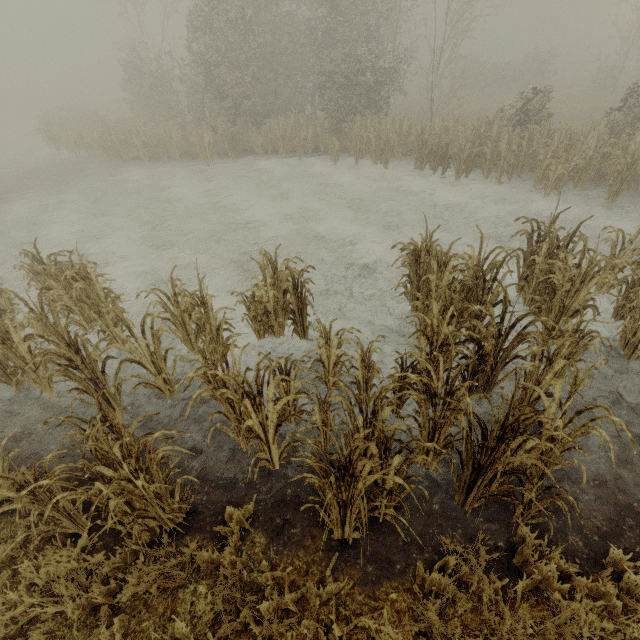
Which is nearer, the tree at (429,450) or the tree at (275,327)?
the tree at (429,450)

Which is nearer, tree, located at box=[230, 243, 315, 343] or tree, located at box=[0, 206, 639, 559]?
tree, located at box=[0, 206, 639, 559]

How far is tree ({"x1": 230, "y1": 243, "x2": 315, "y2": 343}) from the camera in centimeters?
543cm

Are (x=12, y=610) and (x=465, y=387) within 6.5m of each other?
yes

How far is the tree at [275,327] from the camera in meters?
5.4

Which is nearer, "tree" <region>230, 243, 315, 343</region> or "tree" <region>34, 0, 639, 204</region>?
"tree" <region>230, 243, 315, 343</region>

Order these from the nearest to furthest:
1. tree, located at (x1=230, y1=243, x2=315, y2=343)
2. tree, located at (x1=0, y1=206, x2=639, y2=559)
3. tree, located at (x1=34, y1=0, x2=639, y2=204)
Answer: tree, located at (x1=0, y1=206, x2=639, y2=559)
tree, located at (x1=230, y1=243, x2=315, y2=343)
tree, located at (x1=34, y1=0, x2=639, y2=204)
